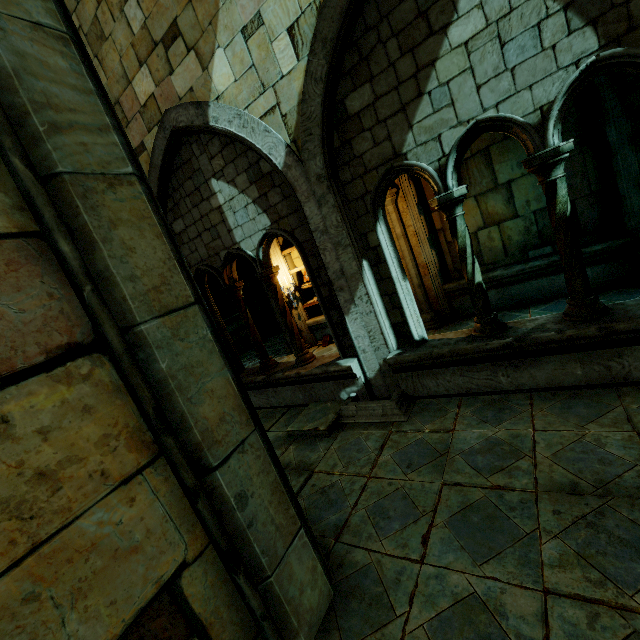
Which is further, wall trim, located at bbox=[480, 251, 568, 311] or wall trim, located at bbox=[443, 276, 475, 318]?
wall trim, located at bbox=[443, 276, 475, 318]

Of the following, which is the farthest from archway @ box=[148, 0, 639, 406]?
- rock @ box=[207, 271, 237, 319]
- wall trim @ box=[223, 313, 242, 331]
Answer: wall trim @ box=[223, 313, 242, 331]

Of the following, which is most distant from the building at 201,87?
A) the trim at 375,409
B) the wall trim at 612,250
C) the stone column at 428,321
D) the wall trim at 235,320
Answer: the wall trim at 235,320

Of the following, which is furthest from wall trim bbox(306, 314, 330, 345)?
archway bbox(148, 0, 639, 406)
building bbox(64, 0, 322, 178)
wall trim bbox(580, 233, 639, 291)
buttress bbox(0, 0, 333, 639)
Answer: buttress bbox(0, 0, 333, 639)

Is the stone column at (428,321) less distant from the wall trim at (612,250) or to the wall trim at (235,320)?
the wall trim at (612,250)

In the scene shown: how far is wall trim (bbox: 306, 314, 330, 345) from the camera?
9.41m

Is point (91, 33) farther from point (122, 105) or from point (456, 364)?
point (456, 364)

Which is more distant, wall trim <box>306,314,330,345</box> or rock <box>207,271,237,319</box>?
rock <box>207,271,237,319</box>
